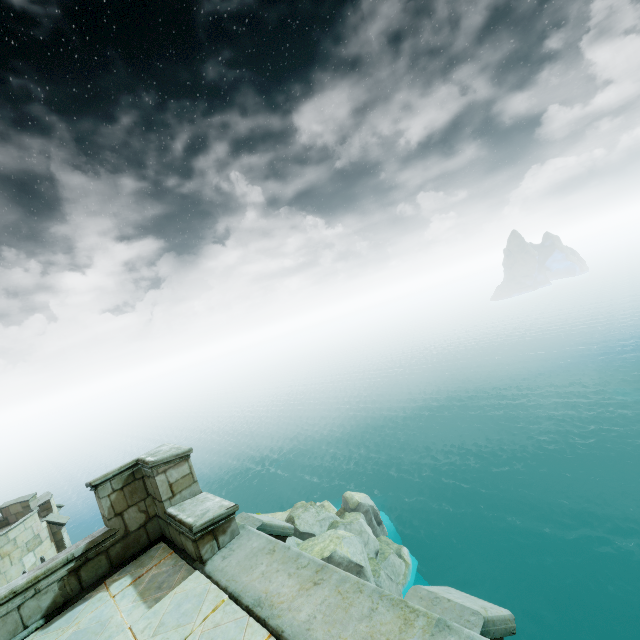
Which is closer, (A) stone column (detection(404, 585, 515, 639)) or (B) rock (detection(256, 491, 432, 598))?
(A) stone column (detection(404, 585, 515, 639))

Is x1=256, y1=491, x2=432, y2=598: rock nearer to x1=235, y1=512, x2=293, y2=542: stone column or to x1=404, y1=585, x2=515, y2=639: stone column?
x1=235, y1=512, x2=293, y2=542: stone column

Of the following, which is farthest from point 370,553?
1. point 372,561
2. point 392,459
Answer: point 392,459

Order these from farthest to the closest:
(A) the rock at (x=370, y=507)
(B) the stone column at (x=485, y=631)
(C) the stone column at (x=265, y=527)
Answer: (A) the rock at (x=370, y=507) < (C) the stone column at (x=265, y=527) < (B) the stone column at (x=485, y=631)

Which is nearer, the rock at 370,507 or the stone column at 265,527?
the stone column at 265,527

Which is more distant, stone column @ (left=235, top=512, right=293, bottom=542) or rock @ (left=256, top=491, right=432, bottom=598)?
rock @ (left=256, top=491, right=432, bottom=598)

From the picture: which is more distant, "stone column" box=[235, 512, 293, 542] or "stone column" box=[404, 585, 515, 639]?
"stone column" box=[235, 512, 293, 542]
